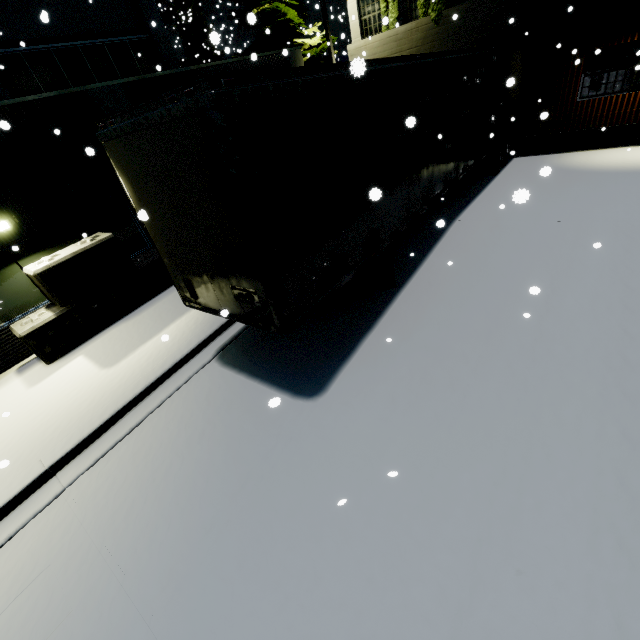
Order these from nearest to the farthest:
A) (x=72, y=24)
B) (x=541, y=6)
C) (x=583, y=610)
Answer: (x=583, y=610), (x=541, y=6), (x=72, y=24)

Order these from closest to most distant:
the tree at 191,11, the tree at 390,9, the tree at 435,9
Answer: the tree at 435,9, the tree at 390,9, the tree at 191,11

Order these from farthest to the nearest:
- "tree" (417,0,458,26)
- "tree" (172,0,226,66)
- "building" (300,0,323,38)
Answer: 1. "tree" (172,0,226,66)
2. "building" (300,0,323,38)
3. "tree" (417,0,458,26)

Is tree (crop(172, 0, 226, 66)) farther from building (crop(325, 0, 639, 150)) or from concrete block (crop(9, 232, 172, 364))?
concrete block (crop(9, 232, 172, 364))

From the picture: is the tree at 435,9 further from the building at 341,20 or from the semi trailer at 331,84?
the semi trailer at 331,84

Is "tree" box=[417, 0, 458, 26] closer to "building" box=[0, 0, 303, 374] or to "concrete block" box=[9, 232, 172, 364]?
"building" box=[0, 0, 303, 374]

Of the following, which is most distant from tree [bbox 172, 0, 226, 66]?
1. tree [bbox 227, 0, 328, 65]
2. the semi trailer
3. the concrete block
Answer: the concrete block

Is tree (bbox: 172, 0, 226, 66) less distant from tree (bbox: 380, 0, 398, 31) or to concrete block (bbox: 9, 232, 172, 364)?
tree (bbox: 380, 0, 398, 31)
